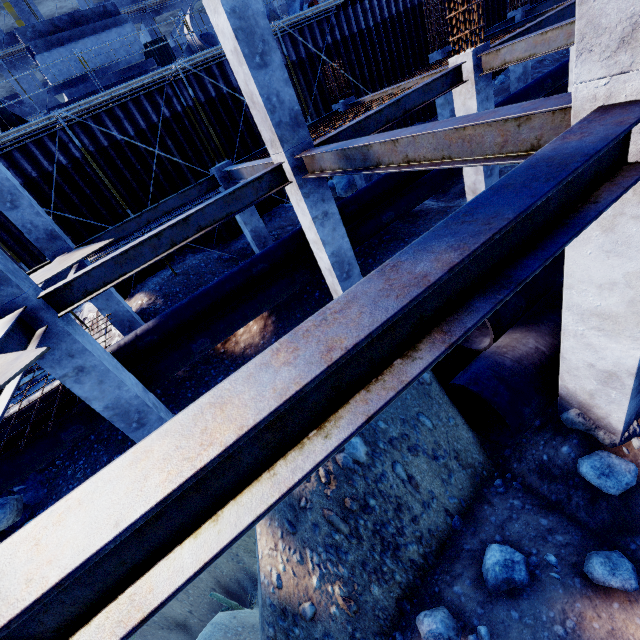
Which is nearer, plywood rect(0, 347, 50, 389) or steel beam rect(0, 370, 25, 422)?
plywood rect(0, 347, 50, 389)

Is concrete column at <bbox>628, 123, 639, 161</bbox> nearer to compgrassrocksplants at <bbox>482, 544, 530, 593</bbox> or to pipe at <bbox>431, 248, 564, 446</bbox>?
pipe at <bbox>431, 248, 564, 446</bbox>

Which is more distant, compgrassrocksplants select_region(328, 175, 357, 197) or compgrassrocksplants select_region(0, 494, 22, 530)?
compgrassrocksplants select_region(328, 175, 357, 197)

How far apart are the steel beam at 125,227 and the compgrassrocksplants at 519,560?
10.3m

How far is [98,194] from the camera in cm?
1196

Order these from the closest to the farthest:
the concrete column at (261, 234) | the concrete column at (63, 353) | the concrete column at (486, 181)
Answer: the concrete column at (63, 353), the concrete column at (486, 181), the concrete column at (261, 234)

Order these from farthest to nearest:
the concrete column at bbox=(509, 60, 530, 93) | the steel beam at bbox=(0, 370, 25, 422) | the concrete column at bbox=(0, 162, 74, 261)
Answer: the concrete column at bbox=(509, 60, 530, 93) → the concrete column at bbox=(0, 162, 74, 261) → the steel beam at bbox=(0, 370, 25, 422)

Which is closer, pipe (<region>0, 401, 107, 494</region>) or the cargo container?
pipe (<region>0, 401, 107, 494</region>)
